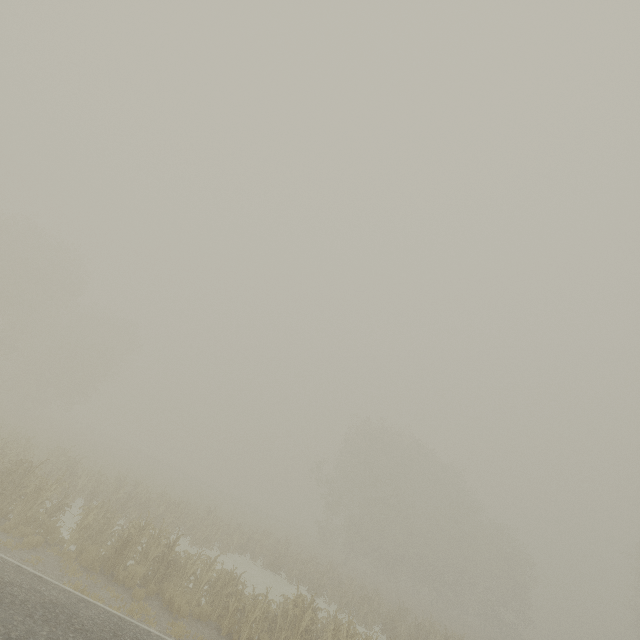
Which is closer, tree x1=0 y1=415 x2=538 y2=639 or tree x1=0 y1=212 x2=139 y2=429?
tree x1=0 y1=415 x2=538 y2=639

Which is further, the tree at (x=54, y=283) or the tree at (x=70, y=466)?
the tree at (x=54, y=283)

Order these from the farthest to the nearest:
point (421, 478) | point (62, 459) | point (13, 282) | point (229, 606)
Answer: point (421, 478)
point (13, 282)
point (62, 459)
point (229, 606)
